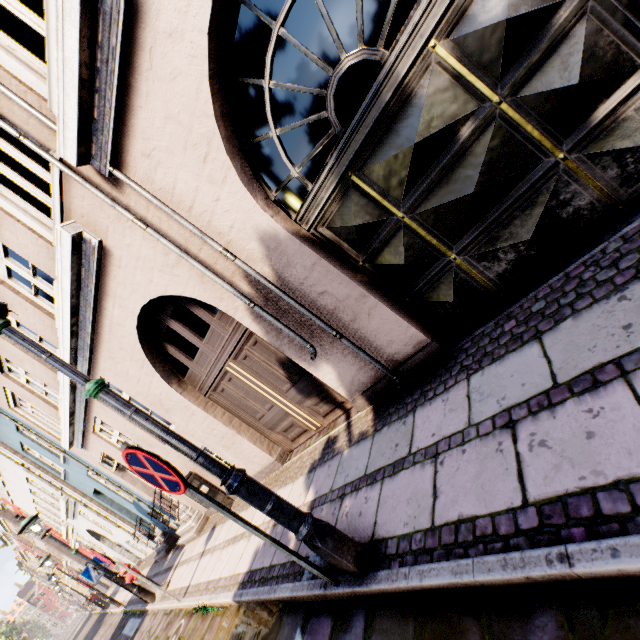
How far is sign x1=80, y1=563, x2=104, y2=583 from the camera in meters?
8.4

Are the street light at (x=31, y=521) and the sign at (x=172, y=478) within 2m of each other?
no

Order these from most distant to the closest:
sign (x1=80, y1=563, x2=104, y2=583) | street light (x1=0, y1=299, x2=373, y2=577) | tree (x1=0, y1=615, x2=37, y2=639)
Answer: tree (x1=0, y1=615, x2=37, y2=639) → sign (x1=80, y1=563, x2=104, y2=583) → street light (x1=0, y1=299, x2=373, y2=577)

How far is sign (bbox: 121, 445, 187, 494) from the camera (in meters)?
2.19

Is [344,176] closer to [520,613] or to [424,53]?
[424,53]

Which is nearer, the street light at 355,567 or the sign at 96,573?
the street light at 355,567

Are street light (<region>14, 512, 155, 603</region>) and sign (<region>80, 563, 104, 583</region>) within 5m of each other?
yes

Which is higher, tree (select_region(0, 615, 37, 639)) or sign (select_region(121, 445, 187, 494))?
tree (select_region(0, 615, 37, 639))
